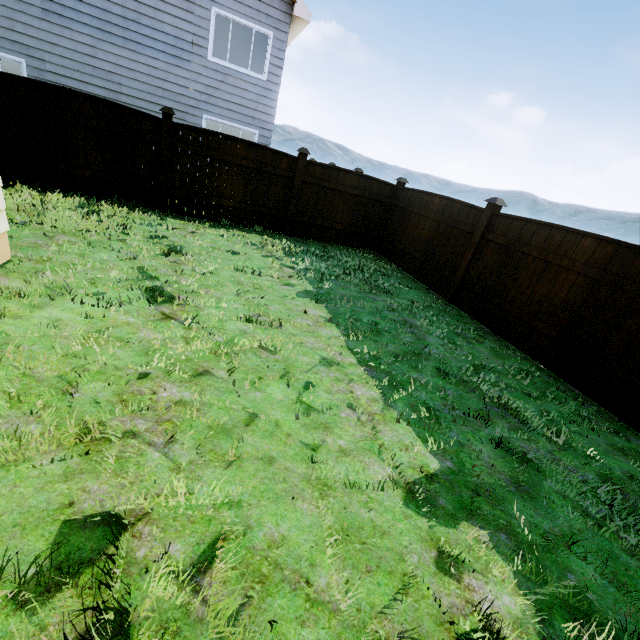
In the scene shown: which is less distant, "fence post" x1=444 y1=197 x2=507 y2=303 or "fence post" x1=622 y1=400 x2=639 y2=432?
"fence post" x1=622 y1=400 x2=639 y2=432

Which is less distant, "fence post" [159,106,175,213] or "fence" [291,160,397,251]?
"fence post" [159,106,175,213]

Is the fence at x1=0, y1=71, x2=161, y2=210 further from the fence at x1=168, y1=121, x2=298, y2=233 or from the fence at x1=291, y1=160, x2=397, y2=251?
the fence at x1=291, y1=160, x2=397, y2=251

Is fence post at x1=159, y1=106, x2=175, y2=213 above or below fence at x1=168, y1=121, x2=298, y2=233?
above

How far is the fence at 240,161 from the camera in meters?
7.5 m

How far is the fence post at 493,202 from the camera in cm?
621

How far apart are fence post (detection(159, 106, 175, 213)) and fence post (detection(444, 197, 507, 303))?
6.8m

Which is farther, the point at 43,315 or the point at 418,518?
the point at 43,315
